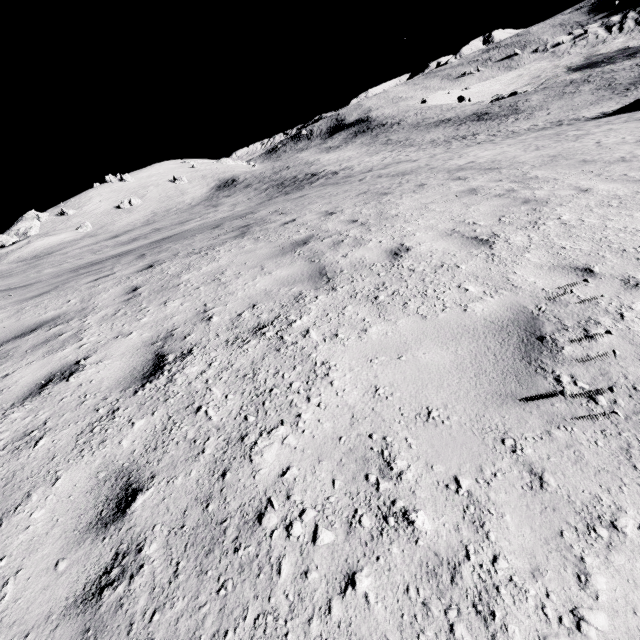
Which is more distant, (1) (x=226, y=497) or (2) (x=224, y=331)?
(2) (x=224, y=331)
